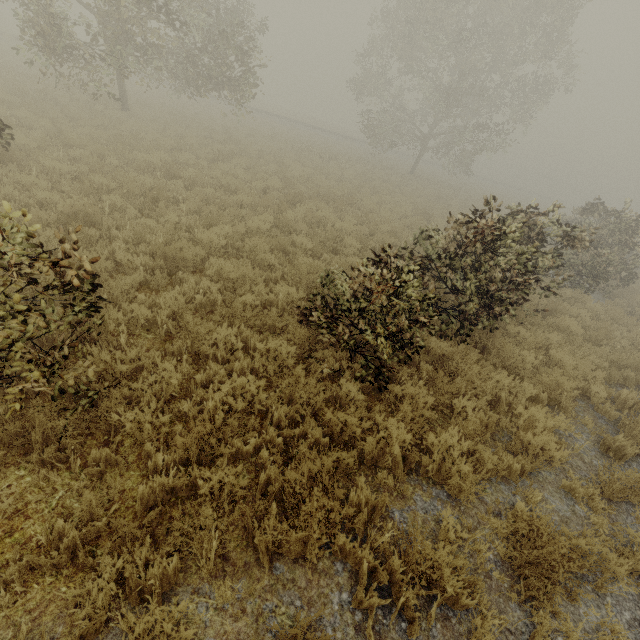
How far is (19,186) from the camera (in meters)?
7.16

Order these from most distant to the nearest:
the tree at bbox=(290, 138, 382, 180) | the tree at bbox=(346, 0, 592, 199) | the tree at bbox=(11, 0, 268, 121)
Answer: the tree at bbox=(290, 138, 382, 180)
the tree at bbox=(346, 0, 592, 199)
the tree at bbox=(11, 0, 268, 121)

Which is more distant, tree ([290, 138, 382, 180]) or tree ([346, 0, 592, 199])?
tree ([290, 138, 382, 180])

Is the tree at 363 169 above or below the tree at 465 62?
below

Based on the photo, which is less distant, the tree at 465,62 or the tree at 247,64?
the tree at 247,64

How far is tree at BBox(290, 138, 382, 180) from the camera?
20.28m

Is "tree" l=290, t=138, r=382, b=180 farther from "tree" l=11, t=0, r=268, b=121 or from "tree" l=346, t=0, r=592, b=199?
"tree" l=11, t=0, r=268, b=121

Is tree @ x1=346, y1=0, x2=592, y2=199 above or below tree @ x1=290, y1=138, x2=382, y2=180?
above
